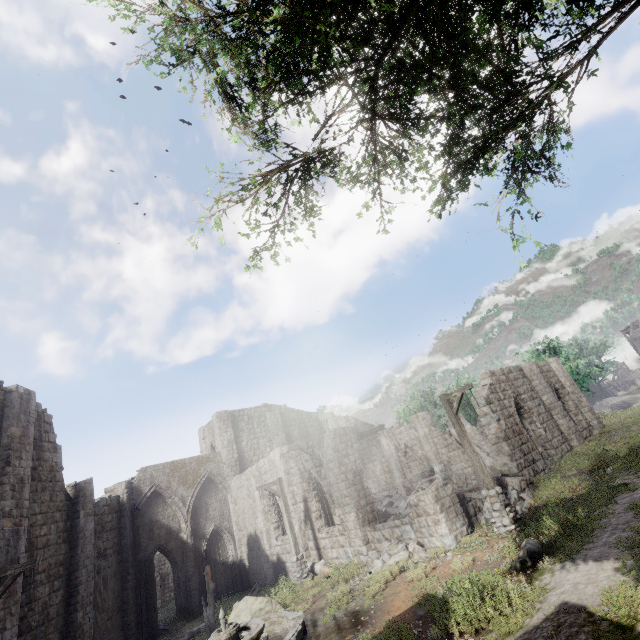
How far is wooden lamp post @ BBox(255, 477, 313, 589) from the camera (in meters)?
15.05

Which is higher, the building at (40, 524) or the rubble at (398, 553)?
the building at (40, 524)

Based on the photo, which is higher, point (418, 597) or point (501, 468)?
point (501, 468)

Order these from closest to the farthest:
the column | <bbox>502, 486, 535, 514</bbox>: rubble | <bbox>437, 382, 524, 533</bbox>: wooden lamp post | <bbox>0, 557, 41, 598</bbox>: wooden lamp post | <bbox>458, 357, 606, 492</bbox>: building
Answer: <bbox>0, 557, 41, 598</bbox>: wooden lamp post → <bbox>437, 382, 524, 533</bbox>: wooden lamp post → <bbox>502, 486, 535, 514</bbox>: rubble → <bbox>458, 357, 606, 492</bbox>: building → the column

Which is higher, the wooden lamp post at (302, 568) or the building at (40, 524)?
the building at (40, 524)

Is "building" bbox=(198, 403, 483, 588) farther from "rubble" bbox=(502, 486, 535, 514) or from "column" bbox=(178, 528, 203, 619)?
"column" bbox=(178, 528, 203, 619)

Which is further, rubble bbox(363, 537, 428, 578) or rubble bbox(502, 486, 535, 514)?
rubble bbox(502, 486, 535, 514)

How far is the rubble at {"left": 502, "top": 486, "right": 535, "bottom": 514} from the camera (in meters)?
11.99
